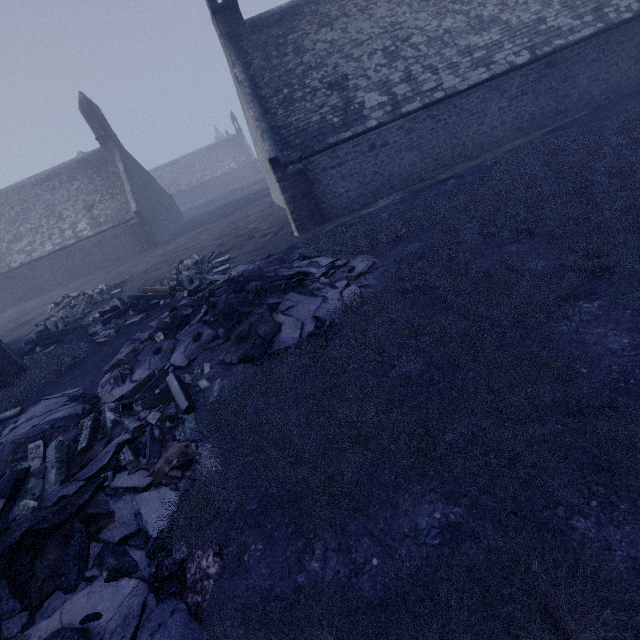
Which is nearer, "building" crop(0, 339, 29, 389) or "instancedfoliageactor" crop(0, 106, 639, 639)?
"instancedfoliageactor" crop(0, 106, 639, 639)

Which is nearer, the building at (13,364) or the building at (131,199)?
the building at (13,364)

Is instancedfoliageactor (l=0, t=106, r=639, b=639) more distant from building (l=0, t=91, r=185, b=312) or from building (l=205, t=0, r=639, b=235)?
building (l=0, t=91, r=185, b=312)

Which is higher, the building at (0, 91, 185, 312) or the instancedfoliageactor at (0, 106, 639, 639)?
the building at (0, 91, 185, 312)

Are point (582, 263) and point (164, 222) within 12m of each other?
no

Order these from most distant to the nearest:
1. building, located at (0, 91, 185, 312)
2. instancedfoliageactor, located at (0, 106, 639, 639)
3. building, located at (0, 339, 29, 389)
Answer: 1. building, located at (0, 91, 185, 312)
2. building, located at (0, 339, 29, 389)
3. instancedfoliageactor, located at (0, 106, 639, 639)

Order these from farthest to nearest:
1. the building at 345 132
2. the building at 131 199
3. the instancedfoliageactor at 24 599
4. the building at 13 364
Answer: the building at 131 199
the building at 345 132
the building at 13 364
the instancedfoliageactor at 24 599

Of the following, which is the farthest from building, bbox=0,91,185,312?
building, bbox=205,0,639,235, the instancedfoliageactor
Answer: the instancedfoliageactor
